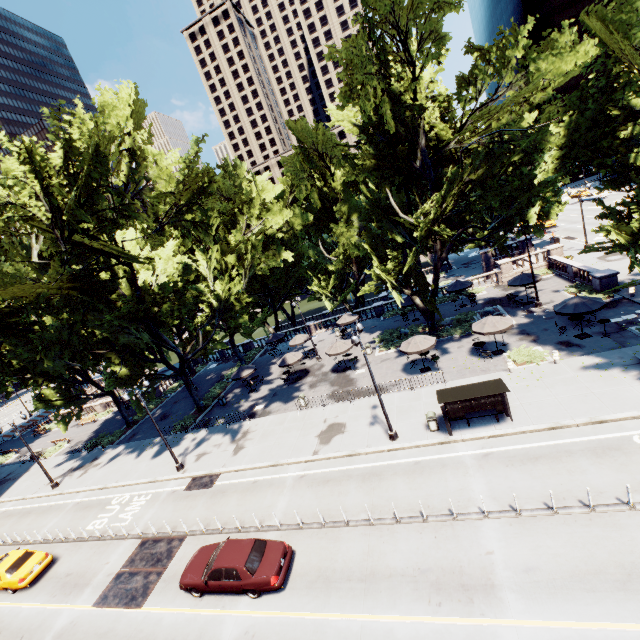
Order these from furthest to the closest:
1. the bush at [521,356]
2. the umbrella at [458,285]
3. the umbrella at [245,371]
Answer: the umbrella at [458,285] < the umbrella at [245,371] < the bush at [521,356]

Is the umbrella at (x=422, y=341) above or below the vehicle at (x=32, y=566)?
above

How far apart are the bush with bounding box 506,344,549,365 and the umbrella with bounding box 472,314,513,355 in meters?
1.6 m

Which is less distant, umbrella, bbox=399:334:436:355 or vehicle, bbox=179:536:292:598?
vehicle, bbox=179:536:292:598

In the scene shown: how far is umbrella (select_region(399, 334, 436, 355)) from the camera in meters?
23.6

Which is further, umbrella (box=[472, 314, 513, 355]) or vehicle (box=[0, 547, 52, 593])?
umbrella (box=[472, 314, 513, 355])

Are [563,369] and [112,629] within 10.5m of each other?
no

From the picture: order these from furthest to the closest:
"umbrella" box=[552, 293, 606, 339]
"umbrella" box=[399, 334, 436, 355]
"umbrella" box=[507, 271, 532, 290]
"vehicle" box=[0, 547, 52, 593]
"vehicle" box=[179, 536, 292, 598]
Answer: "umbrella" box=[507, 271, 532, 290] < "umbrella" box=[399, 334, 436, 355] < "umbrella" box=[552, 293, 606, 339] < "vehicle" box=[0, 547, 52, 593] < "vehicle" box=[179, 536, 292, 598]
